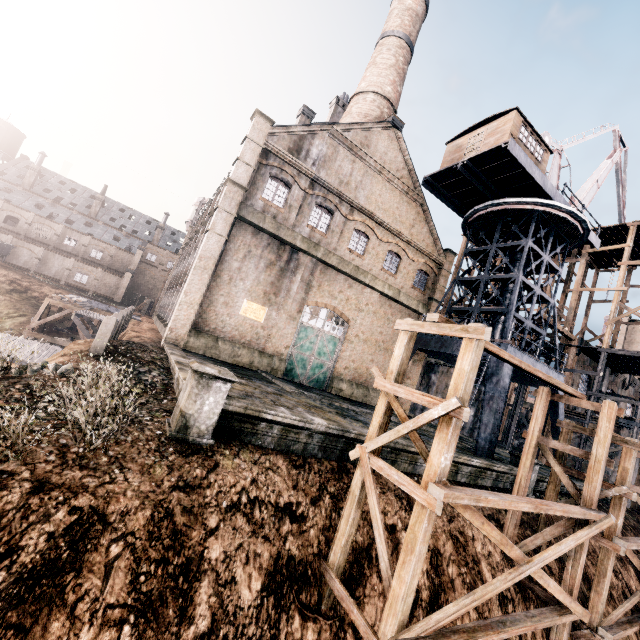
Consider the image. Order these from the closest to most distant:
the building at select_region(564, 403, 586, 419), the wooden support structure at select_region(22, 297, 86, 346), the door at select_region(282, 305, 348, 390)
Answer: the door at select_region(282, 305, 348, 390) < the building at select_region(564, 403, 586, 419) < the wooden support structure at select_region(22, 297, 86, 346)

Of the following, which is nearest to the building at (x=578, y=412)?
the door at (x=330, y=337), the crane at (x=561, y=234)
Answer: the crane at (x=561, y=234)

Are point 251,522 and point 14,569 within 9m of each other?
yes

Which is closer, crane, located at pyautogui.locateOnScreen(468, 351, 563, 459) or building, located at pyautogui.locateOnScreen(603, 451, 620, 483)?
crane, located at pyautogui.locateOnScreen(468, 351, 563, 459)

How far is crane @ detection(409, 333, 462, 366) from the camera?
22.02m

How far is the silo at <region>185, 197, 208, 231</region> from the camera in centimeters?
5491cm

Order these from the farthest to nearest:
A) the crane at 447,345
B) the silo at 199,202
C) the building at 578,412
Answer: the silo at 199,202 < the building at 578,412 < the crane at 447,345

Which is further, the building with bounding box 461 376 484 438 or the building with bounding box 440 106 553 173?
the building with bounding box 461 376 484 438
